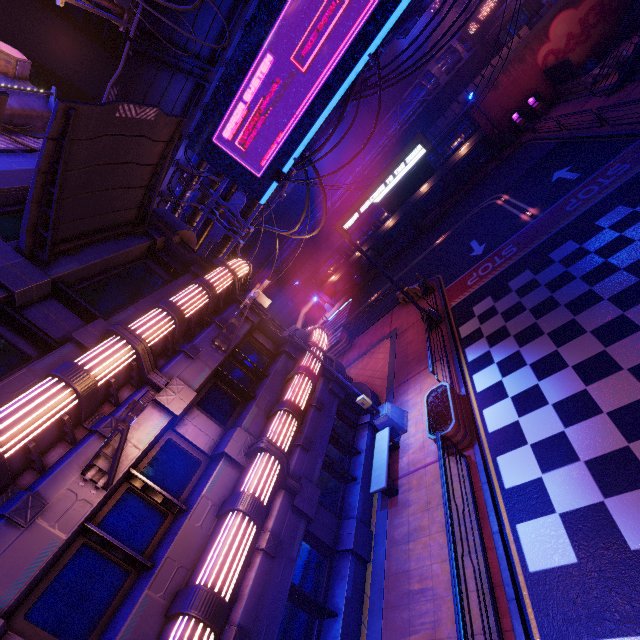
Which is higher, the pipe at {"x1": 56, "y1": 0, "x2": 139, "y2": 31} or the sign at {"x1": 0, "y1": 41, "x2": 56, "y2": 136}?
the pipe at {"x1": 56, "y1": 0, "x2": 139, "y2": 31}

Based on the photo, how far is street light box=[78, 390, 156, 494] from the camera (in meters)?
4.87

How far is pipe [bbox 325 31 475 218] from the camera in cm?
2925

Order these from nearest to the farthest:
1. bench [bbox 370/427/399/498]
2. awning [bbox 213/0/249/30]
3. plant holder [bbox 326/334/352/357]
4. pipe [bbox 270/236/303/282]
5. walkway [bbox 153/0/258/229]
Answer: bench [bbox 370/427/399/498], awning [bbox 213/0/249/30], walkway [bbox 153/0/258/229], plant holder [bbox 326/334/352/357], pipe [bbox 270/236/303/282]

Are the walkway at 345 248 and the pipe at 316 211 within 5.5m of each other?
yes

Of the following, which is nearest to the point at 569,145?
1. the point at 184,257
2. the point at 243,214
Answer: the point at 243,214

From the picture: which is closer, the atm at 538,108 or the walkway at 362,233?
the atm at 538,108

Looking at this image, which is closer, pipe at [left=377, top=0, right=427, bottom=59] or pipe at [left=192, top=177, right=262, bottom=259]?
pipe at [left=377, top=0, right=427, bottom=59]
